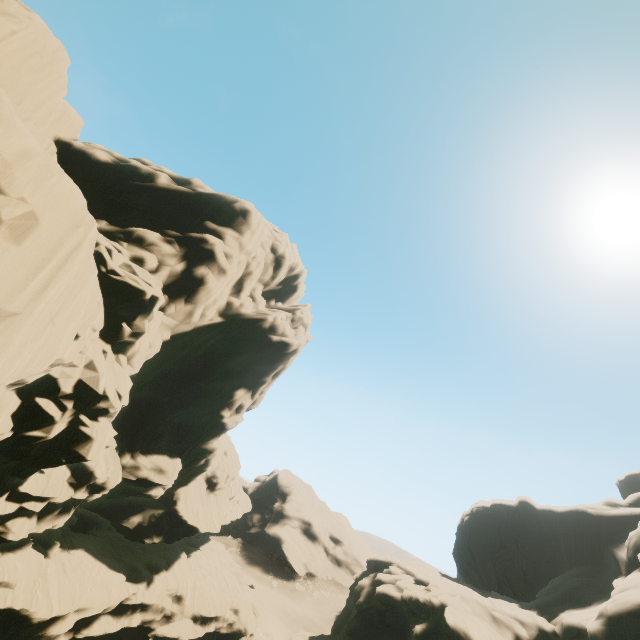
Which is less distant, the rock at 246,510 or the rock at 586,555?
the rock at 246,510

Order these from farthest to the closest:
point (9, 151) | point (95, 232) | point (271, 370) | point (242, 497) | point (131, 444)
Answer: point (242, 497), point (271, 370), point (131, 444), point (95, 232), point (9, 151)

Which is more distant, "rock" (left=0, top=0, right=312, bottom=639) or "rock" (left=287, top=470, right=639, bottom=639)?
"rock" (left=287, top=470, right=639, bottom=639)
